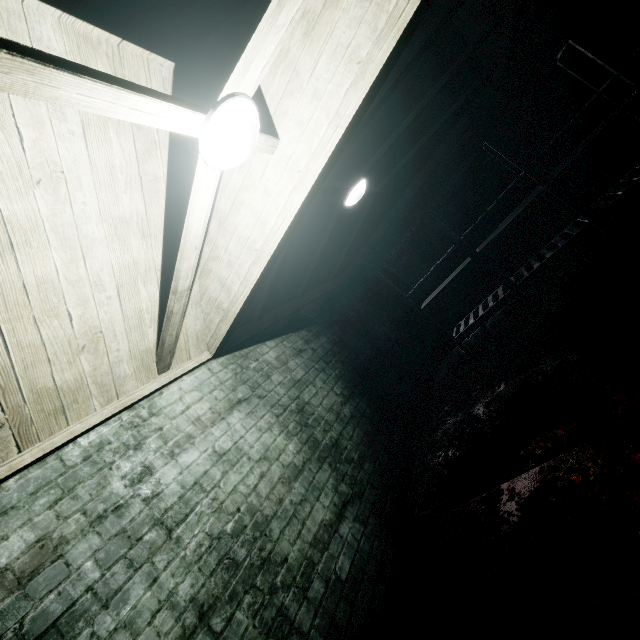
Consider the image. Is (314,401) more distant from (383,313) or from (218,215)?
(383,313)

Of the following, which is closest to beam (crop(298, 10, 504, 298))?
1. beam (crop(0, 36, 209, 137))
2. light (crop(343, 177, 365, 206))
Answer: light (crop(343, 177, 365, 206))

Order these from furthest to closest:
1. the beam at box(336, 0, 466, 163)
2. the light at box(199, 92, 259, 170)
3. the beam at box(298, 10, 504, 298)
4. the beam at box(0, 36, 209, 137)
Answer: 1. the beam at box(298, 10, 504, 298)
2. the beam at box(336, 0, 466, 163)
3. the light at box(199, 92, 259, 170)
4. the beam at box(0, 36, 209, 137)

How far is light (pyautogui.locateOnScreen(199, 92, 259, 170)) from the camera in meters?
1.3 m

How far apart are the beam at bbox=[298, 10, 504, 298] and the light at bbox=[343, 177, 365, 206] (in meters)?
0.00

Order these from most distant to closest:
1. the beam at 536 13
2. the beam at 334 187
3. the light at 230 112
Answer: the beam at 536 13
the beam at 334 187
the light at 230 112

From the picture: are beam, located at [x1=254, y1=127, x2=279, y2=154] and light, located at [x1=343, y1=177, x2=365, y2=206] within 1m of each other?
no

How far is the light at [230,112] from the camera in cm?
129
